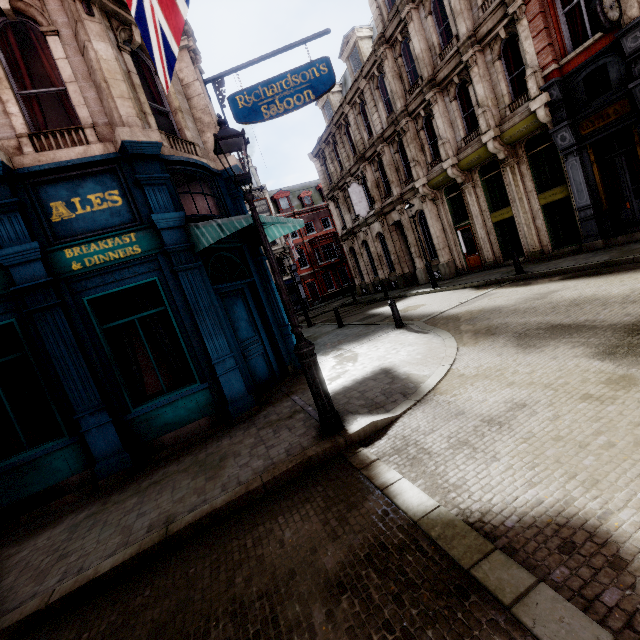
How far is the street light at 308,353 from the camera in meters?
4.5 m

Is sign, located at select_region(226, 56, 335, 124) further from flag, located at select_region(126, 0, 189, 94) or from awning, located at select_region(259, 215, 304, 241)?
flag, located at select_region(126, 0, 189, 94)

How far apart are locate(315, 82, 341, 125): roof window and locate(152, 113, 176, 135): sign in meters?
21.1

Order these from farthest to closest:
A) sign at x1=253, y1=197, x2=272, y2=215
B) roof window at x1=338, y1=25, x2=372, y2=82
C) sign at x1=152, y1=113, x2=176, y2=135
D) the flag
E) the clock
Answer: roof window at x1=338, y1=25, x2=372, y2=82, sign at x1=253, y1=197, x2=272, y2=215, the clock, sign at x1=152, y1=113, x2=176, y2=135, the flag

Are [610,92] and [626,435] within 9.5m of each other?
no

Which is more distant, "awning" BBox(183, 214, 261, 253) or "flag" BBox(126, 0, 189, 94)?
"awning" BBox(183, 214, 261, 253)

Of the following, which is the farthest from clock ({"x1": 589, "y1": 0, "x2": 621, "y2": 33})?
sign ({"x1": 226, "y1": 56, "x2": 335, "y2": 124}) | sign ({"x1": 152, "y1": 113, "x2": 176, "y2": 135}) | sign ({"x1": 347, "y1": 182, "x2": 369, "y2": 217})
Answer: sign ({"x1": 347, "y1": 182, "x2": 369, "y2": 217})

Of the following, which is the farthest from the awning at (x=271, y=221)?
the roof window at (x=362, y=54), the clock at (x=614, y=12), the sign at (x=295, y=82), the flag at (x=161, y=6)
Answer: the roof window at (x=362, y=54)
